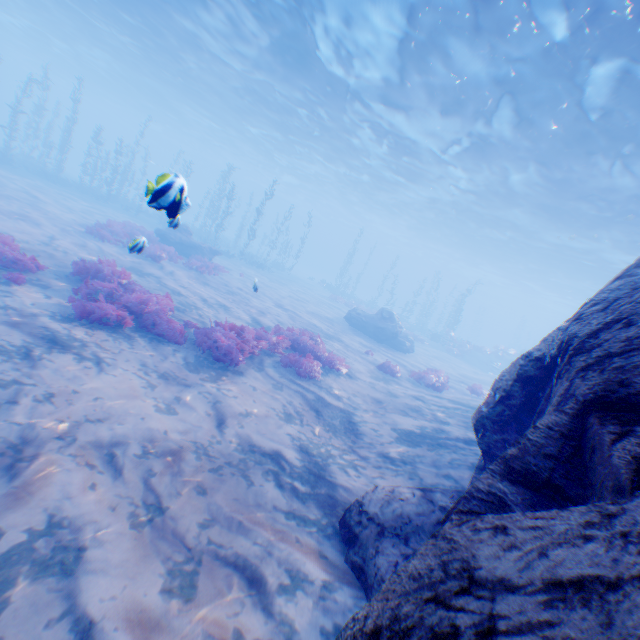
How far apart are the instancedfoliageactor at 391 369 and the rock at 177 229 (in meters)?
13.11

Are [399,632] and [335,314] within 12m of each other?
no

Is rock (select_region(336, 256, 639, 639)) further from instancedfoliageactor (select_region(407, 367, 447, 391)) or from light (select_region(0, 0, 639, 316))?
instancedfoliageactor (select_region(407, 367, 447, 391))

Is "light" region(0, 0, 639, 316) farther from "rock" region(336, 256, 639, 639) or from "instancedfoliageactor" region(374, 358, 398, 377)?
"instancedfoliageactor" region(374, 358, 398, 377)

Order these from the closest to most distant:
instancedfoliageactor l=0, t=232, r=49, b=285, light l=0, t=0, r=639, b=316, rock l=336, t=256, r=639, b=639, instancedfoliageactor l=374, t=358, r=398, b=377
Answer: rock l=336, t=256, r=639, b=639 < instancedfoliageactor l=0, t=232, r=49, b=285 < light l=0, t=0, r=639, b=316 < instancedfoliageactor l=374, t=358, r=398, b=377

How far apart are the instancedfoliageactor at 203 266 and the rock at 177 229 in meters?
2.5

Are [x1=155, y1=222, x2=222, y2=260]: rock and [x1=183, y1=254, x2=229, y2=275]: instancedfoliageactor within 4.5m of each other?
yes

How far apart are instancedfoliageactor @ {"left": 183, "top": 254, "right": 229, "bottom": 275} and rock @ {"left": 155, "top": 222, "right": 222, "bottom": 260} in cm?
253
